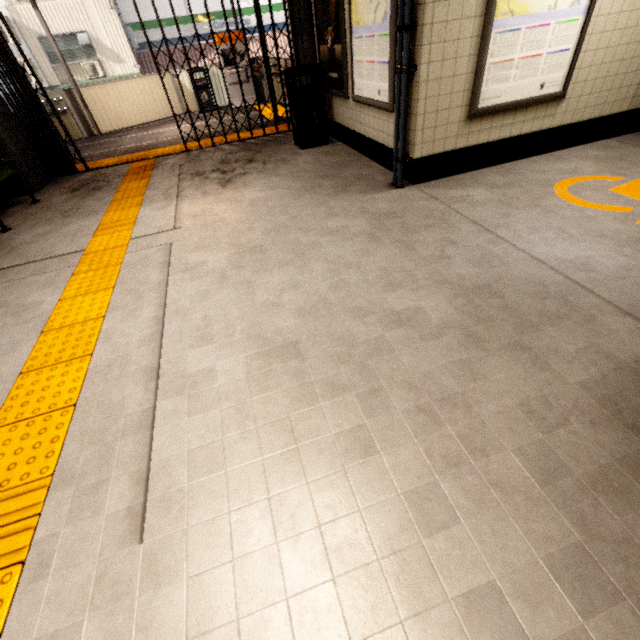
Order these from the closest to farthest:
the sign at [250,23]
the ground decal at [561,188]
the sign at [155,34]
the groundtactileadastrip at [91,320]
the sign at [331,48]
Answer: the groundtactileadastrip at [91,320] < the ground decal at [561,188] < the sign at [331,48] < the sign at [155,34] < the sign at [250,23]

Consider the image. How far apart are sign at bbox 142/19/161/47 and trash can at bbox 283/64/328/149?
15.4m

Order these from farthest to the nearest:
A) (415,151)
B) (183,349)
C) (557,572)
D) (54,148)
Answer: (54,148) → (415,151) → (183,349) → (557,572)

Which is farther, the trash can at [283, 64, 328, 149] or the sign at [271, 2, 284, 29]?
the sign at [271, 2, 284, 29]

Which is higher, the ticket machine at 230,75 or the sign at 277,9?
the sign at 277,9

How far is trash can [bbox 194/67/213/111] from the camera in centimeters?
1022cm

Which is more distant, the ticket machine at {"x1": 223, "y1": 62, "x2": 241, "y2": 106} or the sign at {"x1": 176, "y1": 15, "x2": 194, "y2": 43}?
the sign at {"x1": 176, "y1": 15, "x2": 194, "y2": 43}

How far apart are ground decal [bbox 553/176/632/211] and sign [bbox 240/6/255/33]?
19.48m
